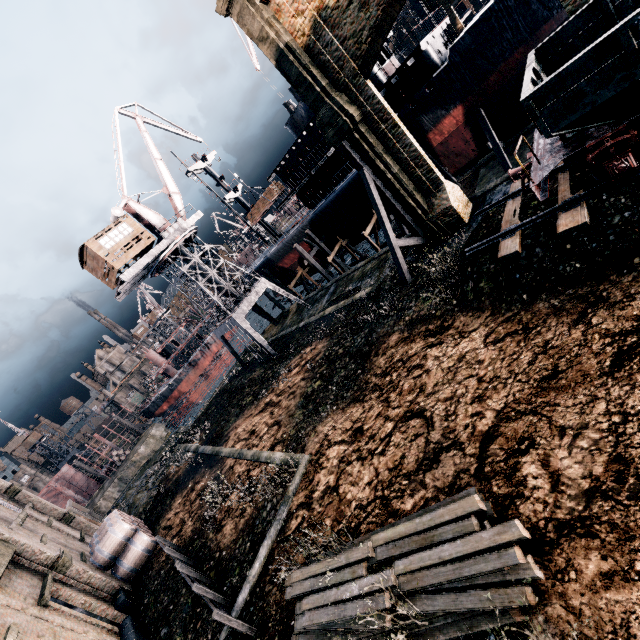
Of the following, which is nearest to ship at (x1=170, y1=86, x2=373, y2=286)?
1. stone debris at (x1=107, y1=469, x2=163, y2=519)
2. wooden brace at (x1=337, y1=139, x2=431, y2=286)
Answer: wooden brace at (x1=337, y1=139, x2=431, y2=286)

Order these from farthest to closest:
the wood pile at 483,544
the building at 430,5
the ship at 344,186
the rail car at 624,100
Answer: the building at 430,5
the ship at 344,186
the rail car at 624,100
the wood pile at 483,544

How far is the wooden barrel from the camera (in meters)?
18.30

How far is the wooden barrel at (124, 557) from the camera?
18.30m

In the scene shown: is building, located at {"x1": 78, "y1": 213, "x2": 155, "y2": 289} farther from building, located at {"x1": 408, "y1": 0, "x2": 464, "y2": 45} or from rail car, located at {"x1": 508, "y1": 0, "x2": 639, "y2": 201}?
rail car, located at {"x1": 508, "y1": 0, "x2": 639, "y2": 201}

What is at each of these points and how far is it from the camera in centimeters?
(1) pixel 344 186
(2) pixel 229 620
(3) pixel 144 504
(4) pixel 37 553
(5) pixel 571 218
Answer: (1) ship, 3225cm
(2) wooden railing, 927cm
(3) stone debris, 2611cm
(4) building, 1611cm
(5) railway, 1002cm

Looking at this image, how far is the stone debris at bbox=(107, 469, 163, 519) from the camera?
26.0m

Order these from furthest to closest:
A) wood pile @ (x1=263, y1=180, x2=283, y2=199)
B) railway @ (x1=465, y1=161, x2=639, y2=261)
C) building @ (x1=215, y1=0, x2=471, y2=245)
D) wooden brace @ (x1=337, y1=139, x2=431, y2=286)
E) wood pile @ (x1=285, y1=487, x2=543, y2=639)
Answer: wood pile @ (x1=263, y1=180, x2=283, y2=199) → wooden brace @ (x1=337, y1=139, x2=431, y2=286) → building @ (x1=215, y1=0, x2=471, y2=245) → railway @ (x1=465, y1=161, x2=639, y2=261) → wood pile @ (x1=285, y1=487, x2=543, y2=639)
